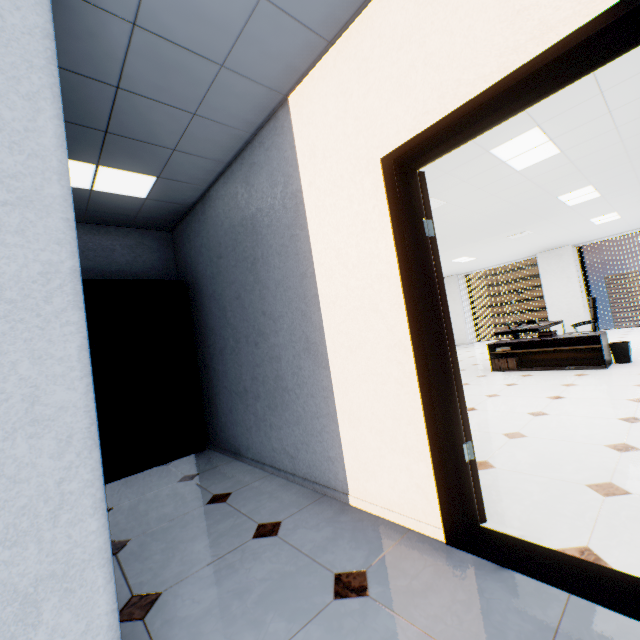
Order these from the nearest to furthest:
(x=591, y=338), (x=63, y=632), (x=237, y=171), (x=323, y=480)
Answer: (x=63, y=632) → (x=323, y=480) → (x=237, y=171) → (x=591, y=338)

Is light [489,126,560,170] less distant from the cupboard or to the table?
the table

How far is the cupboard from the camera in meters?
3.5 m

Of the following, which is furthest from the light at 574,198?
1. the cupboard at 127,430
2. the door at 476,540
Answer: the cupboard at 127,430

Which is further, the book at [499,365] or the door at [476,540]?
the book at [499,365]

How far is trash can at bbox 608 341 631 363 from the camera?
5.26m

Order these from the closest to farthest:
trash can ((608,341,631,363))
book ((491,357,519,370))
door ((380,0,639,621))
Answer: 1. door ((380,0,639,621))
2. trash can ((608,341,631,363))
3. book ((491,357,519,370))

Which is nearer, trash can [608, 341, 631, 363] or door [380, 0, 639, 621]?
door [380, 0, 639, 621]
